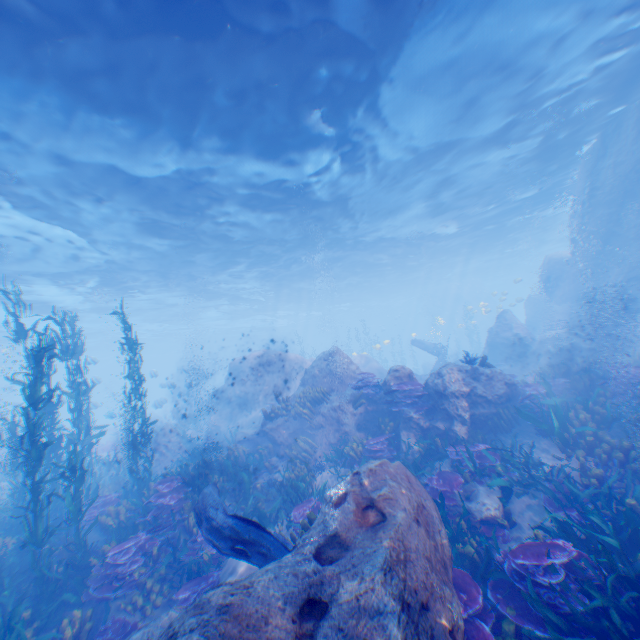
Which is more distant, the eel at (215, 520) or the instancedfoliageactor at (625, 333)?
the instancedfoliageactor at (625, 333)

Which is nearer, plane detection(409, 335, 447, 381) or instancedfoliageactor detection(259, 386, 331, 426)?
instancedfoliageactor detection(259, 386, 331, 426)

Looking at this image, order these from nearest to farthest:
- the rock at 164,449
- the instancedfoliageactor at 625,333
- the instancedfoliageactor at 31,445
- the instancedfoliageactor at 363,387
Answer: the instancedfoliageactor at 31,445 → the instancedfoliageactor at 363,387 → the instancedfoliageactor at 625,333 → the rock at 164,449

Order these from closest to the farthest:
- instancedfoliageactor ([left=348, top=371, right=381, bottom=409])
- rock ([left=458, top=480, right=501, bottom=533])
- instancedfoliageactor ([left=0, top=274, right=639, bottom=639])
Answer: instancedfoliageactor ([left=0, top=274, right=639, bottom=639]) < rock ([left=458, top=480, right=501, bottom=533]) < instancedfoliageactor ([left=348, top=371, right=381, bottom=409])

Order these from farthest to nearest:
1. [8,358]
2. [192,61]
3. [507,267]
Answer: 1. [507,267]
2. [8,358]
3. [192,61]

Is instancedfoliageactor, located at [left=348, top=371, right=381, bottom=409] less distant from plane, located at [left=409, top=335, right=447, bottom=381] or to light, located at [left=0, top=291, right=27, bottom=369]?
plane, located at [left=409, top=335, right=447, bottom=381]

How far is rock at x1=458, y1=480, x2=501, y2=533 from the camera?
6.86m

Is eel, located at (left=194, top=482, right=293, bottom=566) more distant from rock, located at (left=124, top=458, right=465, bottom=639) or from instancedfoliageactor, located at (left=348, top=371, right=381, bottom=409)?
instancedfoliageactor, located at (left=348, top=371, right=381, bottom=409)
